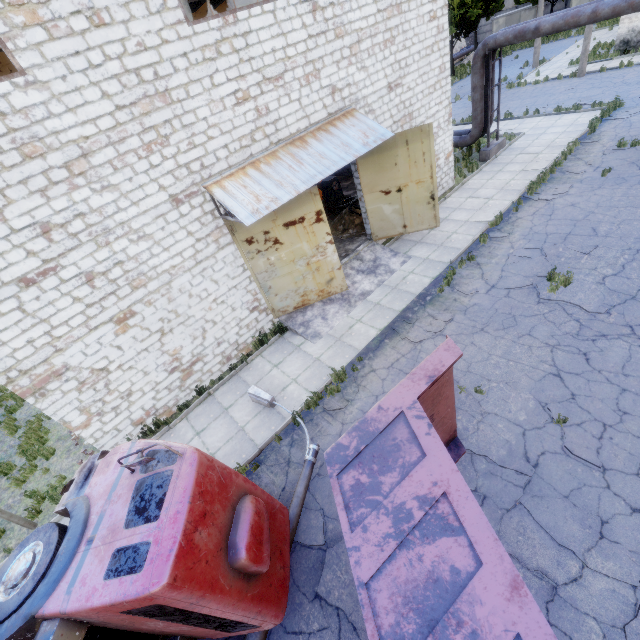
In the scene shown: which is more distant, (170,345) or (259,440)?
(170,345)

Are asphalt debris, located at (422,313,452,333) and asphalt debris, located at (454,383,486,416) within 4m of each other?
yes

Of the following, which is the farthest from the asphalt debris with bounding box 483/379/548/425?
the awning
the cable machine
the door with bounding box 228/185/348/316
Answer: the cable machine

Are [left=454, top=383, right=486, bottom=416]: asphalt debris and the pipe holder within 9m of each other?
no

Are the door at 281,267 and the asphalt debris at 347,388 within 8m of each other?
yes

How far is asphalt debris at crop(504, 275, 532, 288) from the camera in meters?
9.7

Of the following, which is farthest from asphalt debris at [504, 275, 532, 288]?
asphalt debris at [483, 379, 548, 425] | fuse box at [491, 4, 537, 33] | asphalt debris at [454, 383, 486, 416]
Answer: fuse box at [491, 4, 537, 33]

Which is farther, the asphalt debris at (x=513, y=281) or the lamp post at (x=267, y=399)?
the asphalt debris at (x=513, y=281)
